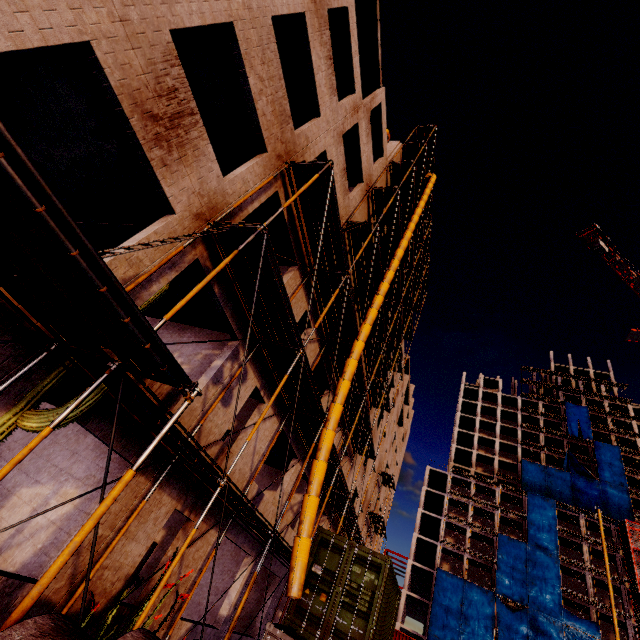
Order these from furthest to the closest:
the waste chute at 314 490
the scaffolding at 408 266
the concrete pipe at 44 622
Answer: the scaffolding at 408 266
the waste chute at 314 490
the concrete pipe at 44 622

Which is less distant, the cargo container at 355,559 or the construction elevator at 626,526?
the cargo container at 355,559

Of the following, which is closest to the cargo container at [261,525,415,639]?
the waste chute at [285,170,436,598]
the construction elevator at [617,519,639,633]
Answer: the waste chute at [285,170,436,598]

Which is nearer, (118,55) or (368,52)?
(118,55)

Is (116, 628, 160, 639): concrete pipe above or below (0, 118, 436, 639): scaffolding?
below

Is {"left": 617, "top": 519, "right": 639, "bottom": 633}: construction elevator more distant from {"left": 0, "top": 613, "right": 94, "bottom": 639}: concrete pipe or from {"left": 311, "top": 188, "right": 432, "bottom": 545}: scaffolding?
{"left": 0, "top": 613, "right": 94, "bottom": 639}: concrete pipe

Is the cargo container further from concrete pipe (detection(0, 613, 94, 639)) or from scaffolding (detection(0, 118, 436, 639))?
concrete pipe (detection(0, 613, 94, 639))

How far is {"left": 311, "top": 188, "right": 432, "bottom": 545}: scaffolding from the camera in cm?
1671
